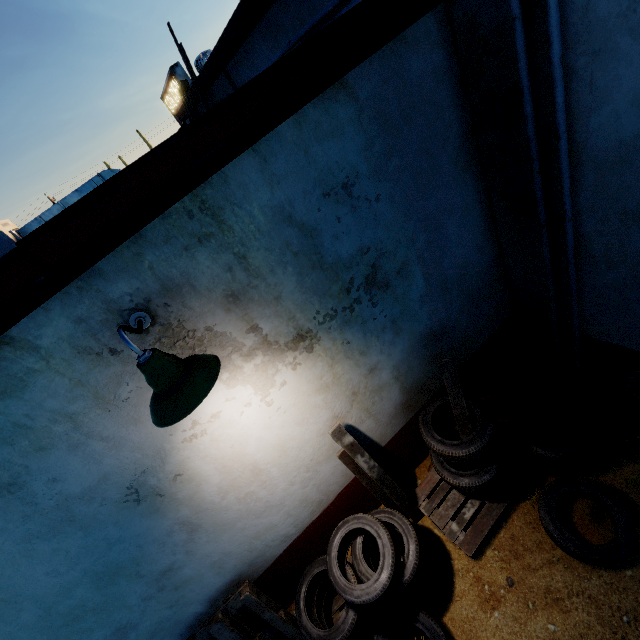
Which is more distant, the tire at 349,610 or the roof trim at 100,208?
the tire at 349,610

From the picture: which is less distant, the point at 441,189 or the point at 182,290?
the point at 182,290

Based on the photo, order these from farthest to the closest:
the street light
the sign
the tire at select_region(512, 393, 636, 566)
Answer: the sign
the tire at select_region(512, 393, 636, 566)
the street light

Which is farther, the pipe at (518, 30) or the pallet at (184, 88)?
the pallet at (184, 88)

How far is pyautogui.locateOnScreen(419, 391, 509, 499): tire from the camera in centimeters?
287cm

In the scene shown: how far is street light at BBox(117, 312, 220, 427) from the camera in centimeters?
155cm

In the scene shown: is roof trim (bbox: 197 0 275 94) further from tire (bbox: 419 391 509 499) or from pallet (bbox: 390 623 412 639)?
pallet (bbox: 390 623 412 639)

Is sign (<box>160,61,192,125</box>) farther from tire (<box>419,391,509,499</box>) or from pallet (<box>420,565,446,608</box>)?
pallet (<box>420,565,446,608</box>)
